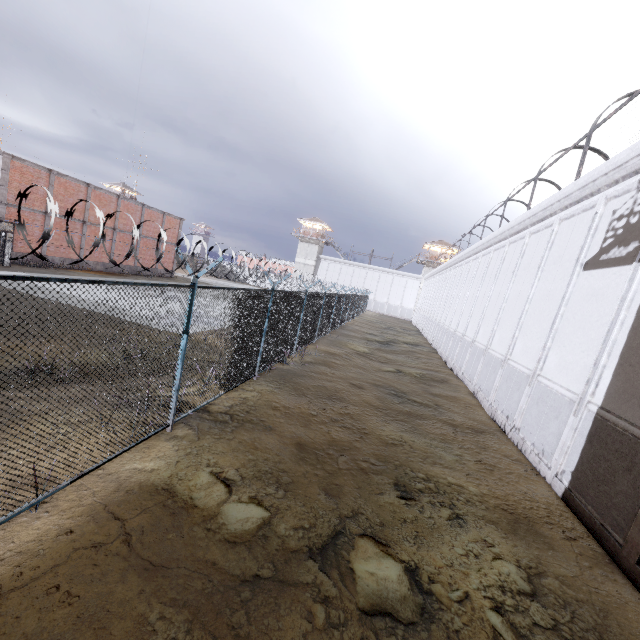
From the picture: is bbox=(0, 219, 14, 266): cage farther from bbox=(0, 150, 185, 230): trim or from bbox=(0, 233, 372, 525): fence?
bbox=(0, 233, 372, 525): fence

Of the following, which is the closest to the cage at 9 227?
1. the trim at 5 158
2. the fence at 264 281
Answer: the trim at 5 158

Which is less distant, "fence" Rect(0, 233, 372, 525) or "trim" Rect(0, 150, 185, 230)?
"fence" Rect(0, 233, 372, 525)

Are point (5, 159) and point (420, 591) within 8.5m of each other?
no

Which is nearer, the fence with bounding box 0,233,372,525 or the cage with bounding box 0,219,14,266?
the fence with bounding box 0,233,372,525

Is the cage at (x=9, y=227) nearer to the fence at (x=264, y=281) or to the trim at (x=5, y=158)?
the trim at (x=5, y=158)

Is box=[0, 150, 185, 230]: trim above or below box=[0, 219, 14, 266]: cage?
above

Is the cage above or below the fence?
above
